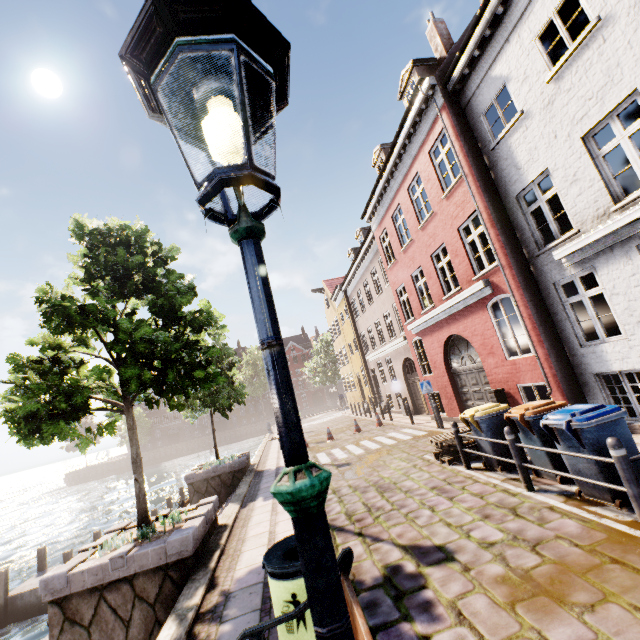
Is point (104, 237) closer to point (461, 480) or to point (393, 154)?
point (461, 480)

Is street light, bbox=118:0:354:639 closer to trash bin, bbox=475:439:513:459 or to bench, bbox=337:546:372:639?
bench, bbox=337:546:372:639

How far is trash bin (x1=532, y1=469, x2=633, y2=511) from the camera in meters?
4.5 m

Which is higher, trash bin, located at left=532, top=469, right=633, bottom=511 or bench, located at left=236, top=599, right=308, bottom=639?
bench, located at left=236, top=599, right=308, bottom=639

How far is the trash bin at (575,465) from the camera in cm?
454

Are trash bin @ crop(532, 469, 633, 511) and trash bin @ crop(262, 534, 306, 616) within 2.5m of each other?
no

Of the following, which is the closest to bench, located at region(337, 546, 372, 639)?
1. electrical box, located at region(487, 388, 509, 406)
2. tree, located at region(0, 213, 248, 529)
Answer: tree, located at region(0, 213, 248, 529)

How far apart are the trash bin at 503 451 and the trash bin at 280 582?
4.9 meters
